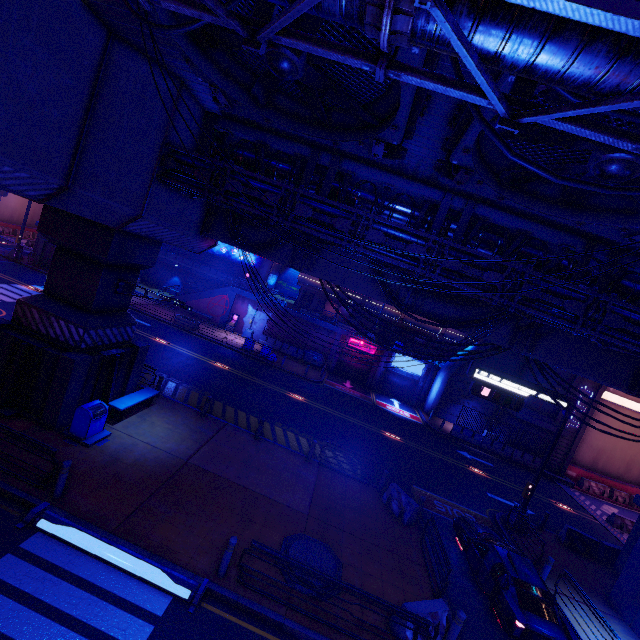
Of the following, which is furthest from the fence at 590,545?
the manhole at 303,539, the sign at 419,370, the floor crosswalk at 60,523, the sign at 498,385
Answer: the floor crosswalk at 60,523

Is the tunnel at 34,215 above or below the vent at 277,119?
below

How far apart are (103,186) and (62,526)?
9.7 meters

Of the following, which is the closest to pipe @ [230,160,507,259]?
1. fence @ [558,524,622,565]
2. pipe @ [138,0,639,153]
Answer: pipe @ [138,0,639,153]

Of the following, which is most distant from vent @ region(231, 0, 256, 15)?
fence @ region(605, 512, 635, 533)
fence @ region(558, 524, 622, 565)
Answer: fence @ region(605, 512, 635, 533)

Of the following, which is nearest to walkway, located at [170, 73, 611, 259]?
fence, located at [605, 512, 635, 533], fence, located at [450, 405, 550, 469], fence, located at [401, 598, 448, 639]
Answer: fence, located at [401, 598, 448, 639]

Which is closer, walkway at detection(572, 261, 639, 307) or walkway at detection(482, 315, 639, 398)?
walkway at detection(572, 261, 639, 307)

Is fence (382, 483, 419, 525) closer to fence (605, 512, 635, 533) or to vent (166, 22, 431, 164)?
vent (166, 22, 431, 164)
